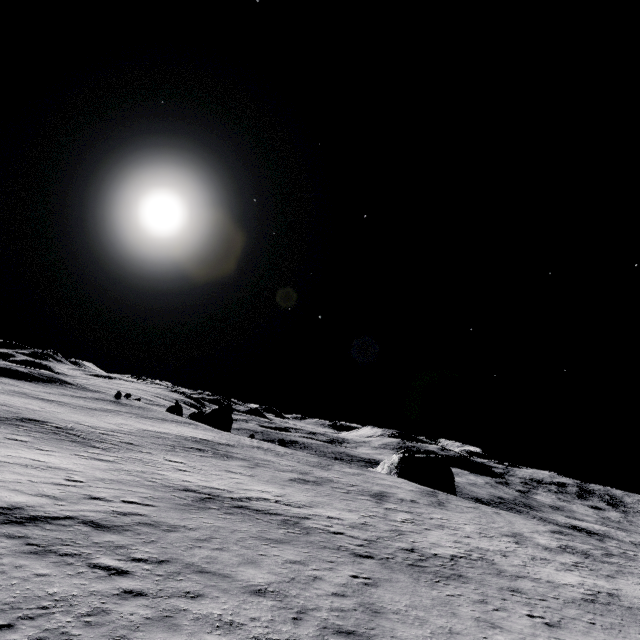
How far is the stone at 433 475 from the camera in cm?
5425

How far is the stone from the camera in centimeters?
5425cm

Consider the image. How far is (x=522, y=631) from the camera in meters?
10.2
